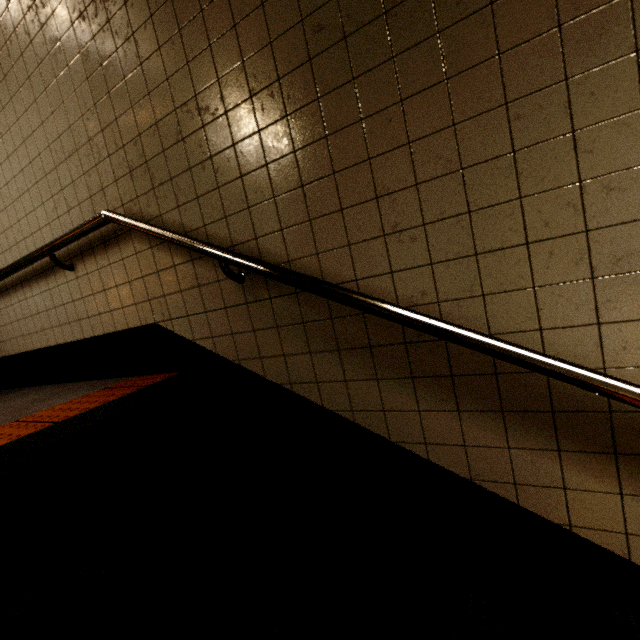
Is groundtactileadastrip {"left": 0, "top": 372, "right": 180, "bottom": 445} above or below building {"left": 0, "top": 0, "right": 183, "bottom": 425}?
below

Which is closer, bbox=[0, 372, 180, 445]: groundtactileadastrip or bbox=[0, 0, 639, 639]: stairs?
bbox=[0, 0, 639, 639]: stairs

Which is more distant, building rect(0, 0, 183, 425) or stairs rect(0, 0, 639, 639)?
building rect(0, 0, 183, 425)

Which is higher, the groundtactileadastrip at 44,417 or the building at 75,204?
the building at 75,204

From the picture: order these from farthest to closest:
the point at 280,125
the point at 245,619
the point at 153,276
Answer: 1. the point at 153,276
2. the point at 280,125
3. the point at 245,619

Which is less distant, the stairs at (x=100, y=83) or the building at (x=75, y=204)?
the stairs at (x=100, y=83)
